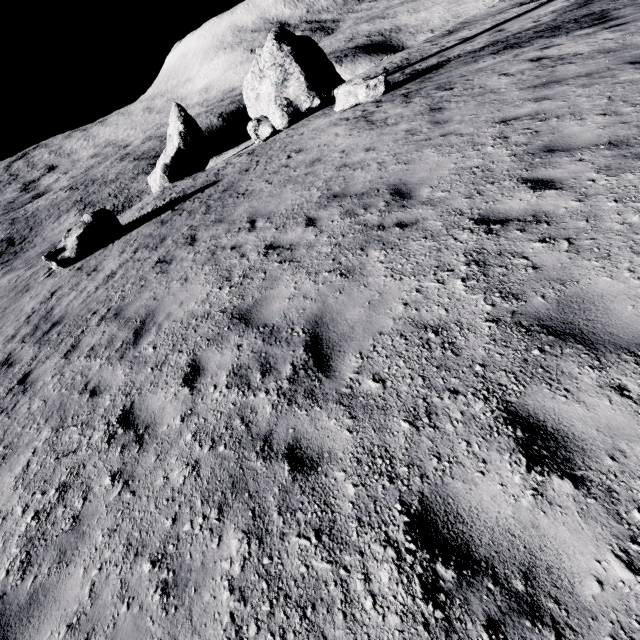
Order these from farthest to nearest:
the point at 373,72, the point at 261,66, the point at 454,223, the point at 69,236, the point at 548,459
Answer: the point at 373,72, the point at 261,66, the point at 69,236, the point at 454,223, the point at 548,459

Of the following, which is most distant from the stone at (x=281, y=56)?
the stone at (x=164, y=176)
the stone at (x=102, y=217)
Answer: the stone at (x=102, y=217)

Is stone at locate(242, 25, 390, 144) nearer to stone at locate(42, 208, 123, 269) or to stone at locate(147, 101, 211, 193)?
stone at locate(147, 101, 211, 193)

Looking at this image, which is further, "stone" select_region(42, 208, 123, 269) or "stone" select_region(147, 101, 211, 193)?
"stone" select_region(147, 101, 211, 193)

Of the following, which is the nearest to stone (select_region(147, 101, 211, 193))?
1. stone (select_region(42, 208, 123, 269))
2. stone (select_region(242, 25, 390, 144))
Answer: stone (select_region(242, 25, 390, 144))

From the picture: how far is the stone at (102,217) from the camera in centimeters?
1313cm

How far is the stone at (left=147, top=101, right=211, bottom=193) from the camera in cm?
2828
